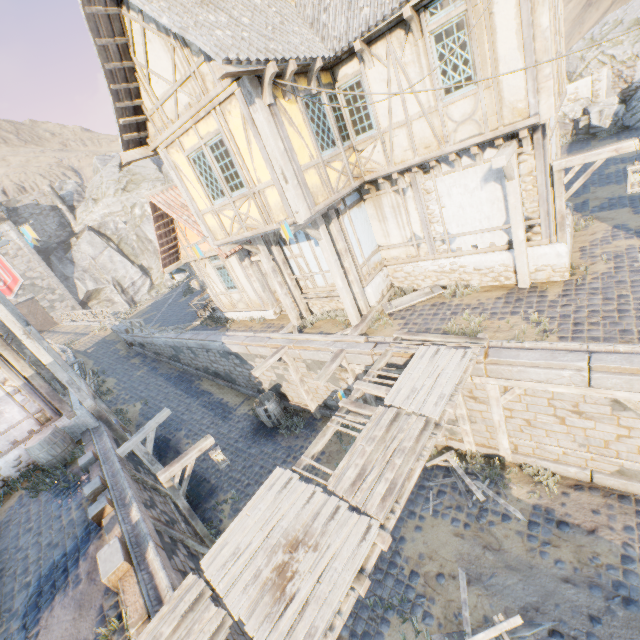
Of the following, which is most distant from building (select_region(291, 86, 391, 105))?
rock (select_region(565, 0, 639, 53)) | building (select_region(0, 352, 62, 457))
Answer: rock (select_region(565, 0, 639, 53))

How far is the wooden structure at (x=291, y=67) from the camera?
6.6 meters

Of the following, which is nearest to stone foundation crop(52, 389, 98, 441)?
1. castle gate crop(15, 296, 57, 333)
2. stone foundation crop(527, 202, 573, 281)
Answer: stone foundation crop(527, 202, 573, 281)

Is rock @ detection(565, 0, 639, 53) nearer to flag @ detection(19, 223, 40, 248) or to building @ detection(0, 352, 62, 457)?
building @ detection(0, 352, 62, 457)

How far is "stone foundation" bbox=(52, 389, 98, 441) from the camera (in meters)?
11.08

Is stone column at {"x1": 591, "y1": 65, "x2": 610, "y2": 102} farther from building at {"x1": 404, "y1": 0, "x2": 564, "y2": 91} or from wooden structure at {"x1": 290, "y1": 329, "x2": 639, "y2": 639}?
wooden structure at {"x1": 290, "y1": 329, "x2": 639, "y2": 639}

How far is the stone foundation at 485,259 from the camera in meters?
9.1

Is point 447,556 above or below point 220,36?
below
